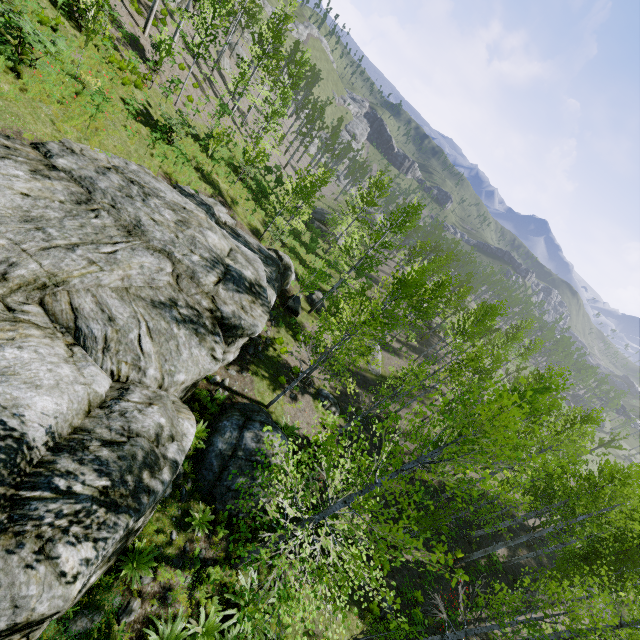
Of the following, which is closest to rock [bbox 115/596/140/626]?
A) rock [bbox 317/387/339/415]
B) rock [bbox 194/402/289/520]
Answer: rock [bbox 194/402/289/520]

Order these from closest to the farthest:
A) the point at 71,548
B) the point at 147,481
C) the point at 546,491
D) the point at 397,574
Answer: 1. the point at 71,548
2. the point at 147,481
3. the point at 397,574
4. the point at 546,491

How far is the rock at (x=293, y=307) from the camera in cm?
2181

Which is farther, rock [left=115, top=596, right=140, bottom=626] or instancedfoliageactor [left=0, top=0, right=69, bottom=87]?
instancedfoliageactor [left=0, top=0, right=69, bottom=87]

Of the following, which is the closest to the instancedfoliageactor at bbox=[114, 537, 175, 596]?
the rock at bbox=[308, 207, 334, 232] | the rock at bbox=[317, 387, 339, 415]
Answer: the rock at bbox=[317, 387, 339, 415]

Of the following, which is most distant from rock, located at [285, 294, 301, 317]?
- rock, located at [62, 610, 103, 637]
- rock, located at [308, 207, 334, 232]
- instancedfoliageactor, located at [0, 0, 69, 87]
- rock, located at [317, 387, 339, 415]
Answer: rock, located at [308, 207, 334, 232]

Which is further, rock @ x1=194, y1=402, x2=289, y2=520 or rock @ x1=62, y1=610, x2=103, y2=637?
rock @ x1=194, y1=402, x2=289, y2=520

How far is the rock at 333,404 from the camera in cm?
1884
